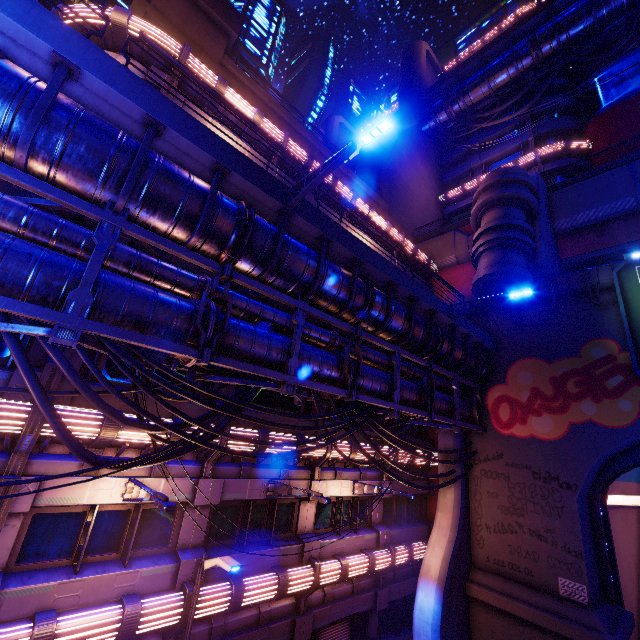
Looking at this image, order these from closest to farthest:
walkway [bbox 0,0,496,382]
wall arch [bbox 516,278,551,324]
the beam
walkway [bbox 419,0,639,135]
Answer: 1. walkway [bbox 0,0,496,382]
2. the beam
3. wall arch [bbox 516,278,551,324]
4. walkway [bbox 419,0,639,135]

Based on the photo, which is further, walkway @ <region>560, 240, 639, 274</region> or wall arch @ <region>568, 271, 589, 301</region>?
Result: walkway @ <region>560, 240, 639, 274</region>

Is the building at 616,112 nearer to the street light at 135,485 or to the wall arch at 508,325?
the wall arch at 508,325

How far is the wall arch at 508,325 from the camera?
17.8 meters

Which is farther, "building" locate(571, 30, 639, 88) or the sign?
"building" locate(571, 30, 639, 88)

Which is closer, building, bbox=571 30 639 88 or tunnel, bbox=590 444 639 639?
tunnel, bbox=590 444 639 639

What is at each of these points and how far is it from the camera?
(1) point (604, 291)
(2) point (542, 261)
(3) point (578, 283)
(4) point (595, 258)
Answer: (1) wall arch, 15.2 meters
(2) building, 15.8 meters
(3) wall arch, 15.8 meters
(4) walkway, 17.8 meters

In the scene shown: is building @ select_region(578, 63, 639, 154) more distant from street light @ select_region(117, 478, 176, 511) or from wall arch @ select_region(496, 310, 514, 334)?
street light @ select_region(117, 478, 176, 511)
